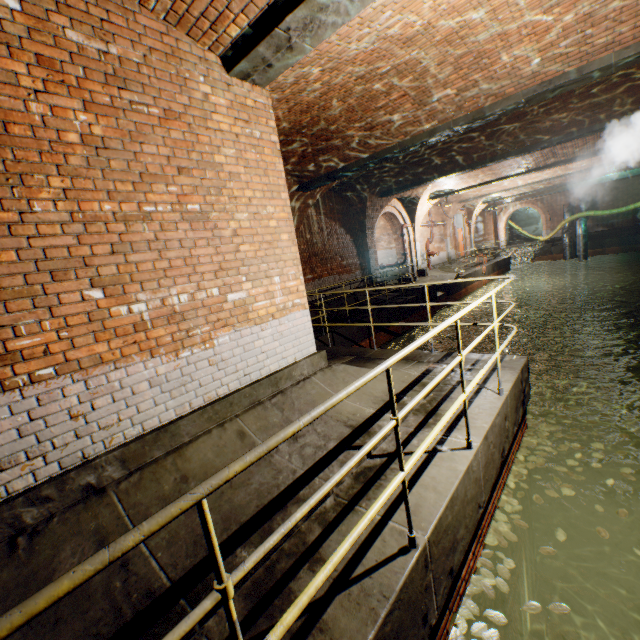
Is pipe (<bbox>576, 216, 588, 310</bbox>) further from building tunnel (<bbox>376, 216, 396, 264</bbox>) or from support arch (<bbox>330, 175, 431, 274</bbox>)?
building tunnel (<bbox>376, 216, 396, 264</bbox>)

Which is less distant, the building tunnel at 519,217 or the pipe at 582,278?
the pipe at 582,278

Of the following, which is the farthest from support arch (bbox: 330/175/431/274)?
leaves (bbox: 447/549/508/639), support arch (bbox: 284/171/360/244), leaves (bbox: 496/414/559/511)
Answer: leaves (bbox: 447/549/508/639)

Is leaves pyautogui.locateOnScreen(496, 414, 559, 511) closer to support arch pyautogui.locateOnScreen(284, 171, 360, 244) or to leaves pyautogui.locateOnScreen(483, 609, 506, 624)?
leaves pyautogui.locateOnScreen(483, 609, 506, 624)

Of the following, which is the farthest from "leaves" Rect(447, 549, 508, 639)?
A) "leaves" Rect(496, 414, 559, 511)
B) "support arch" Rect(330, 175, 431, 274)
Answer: "support arch" Rect(330, 175, 431, 274)

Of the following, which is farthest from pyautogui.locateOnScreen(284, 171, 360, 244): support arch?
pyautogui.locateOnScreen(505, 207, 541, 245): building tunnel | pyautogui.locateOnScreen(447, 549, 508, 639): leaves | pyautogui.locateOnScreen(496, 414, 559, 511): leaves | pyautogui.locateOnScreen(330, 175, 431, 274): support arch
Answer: pyautogui.locateOnScreen(505, 207, 541, 245): building tunnel

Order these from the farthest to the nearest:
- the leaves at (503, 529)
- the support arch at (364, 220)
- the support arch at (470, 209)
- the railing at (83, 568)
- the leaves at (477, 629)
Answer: the support arch at (470, 209) → the support arch at (364, 220) → the leaves at (503, 529) → the leaves at (477, 629) → the railing at (83, 568)

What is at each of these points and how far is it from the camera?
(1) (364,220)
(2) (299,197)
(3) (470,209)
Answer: (1) support arch, 14.1m
(2) support arch, 10.3m
(3) support arch, 24.7m
